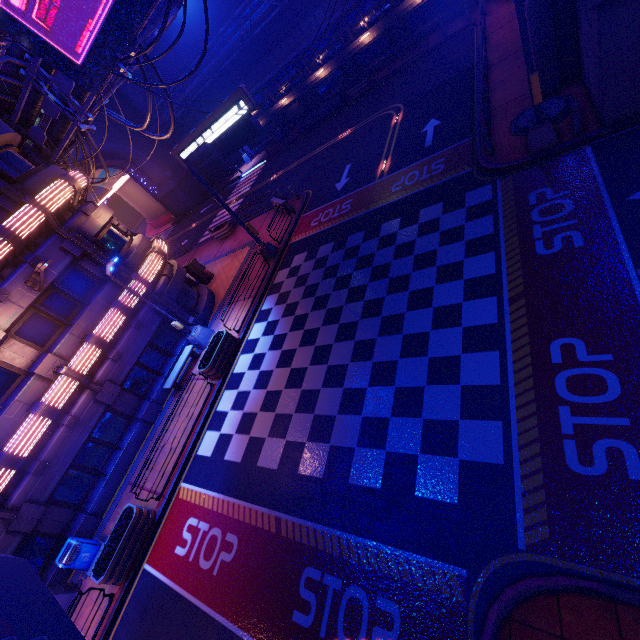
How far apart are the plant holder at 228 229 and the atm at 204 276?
5.0 meters

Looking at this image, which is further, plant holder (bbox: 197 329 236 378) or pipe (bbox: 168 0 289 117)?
Answer: pipe (bbox: 168 0 289 117)

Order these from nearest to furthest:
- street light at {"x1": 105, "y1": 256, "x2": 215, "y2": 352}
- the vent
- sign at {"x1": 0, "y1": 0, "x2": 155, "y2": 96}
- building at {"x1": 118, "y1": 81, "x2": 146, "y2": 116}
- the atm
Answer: sign at {"x1": 0, "y1": 0, "x2": 155, "y2": 96} < street light at {"x1": 105, "y1": 256, "x2": 215, "y2": 352} < the atm < building at {"x1": 118, "y1": 81, "x2": 146, "y2": 116} < the vent

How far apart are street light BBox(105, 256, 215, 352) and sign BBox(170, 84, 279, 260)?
5.0 meters

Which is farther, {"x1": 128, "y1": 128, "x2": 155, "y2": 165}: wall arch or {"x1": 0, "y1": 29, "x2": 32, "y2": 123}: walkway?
{"x1": 128, "y1": 128, "x2": 155, "y2": 165}: wall arch

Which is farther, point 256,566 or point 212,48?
point 212,48

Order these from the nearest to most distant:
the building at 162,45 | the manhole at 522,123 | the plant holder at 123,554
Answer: the plant holder at 123,554 < the manhole at 522,123 < the building at 162,45

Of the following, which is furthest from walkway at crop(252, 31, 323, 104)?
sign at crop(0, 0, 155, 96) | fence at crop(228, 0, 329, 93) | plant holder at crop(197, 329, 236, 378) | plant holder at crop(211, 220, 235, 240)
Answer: plant holder at crop(197, 329, 236, 378)
